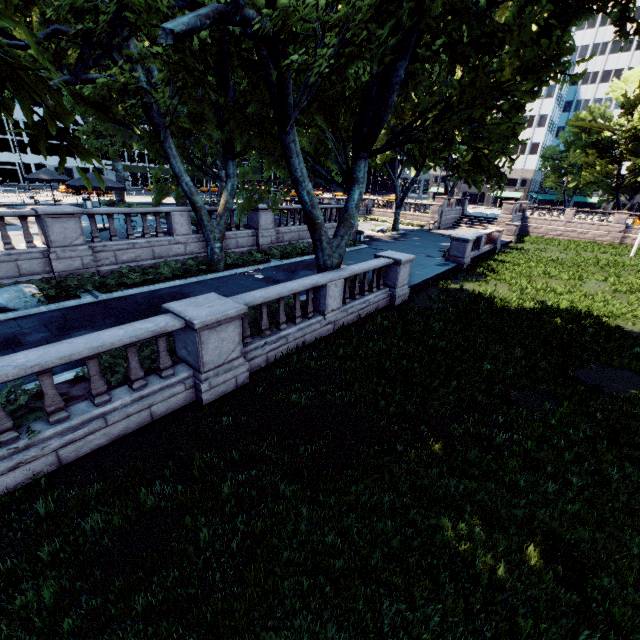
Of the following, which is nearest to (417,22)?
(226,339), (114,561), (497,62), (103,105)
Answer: (497,62)

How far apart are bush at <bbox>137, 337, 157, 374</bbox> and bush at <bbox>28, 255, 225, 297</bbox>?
5.9 meters

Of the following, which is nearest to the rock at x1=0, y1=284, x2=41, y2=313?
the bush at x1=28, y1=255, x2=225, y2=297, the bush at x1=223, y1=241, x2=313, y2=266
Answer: the bush at x1=28, y1=255, x2=225, y2=297

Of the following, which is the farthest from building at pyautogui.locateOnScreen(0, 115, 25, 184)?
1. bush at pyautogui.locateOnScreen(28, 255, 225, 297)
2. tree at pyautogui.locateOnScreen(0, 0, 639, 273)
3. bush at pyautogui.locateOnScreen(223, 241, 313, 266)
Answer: bush at pyautogui.locateOnScreen(28, 255, 225, 297)

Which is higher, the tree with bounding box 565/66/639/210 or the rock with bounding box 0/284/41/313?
the tree with bounding box 565/66/639/210

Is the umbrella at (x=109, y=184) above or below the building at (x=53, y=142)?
below

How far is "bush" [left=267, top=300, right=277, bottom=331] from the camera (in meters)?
9.85

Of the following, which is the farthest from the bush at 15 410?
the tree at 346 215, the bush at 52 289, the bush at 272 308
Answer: the bush at 52 289
